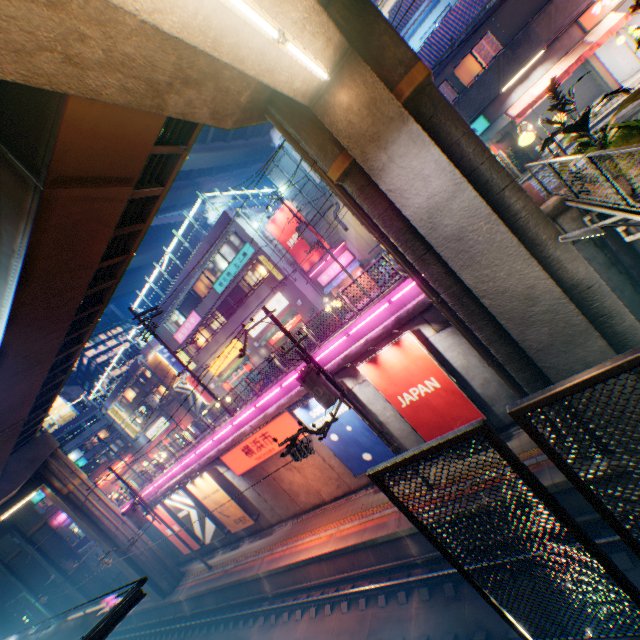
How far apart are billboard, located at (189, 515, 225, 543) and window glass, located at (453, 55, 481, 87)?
29.5 meters

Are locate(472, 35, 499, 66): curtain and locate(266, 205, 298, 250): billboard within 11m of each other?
no

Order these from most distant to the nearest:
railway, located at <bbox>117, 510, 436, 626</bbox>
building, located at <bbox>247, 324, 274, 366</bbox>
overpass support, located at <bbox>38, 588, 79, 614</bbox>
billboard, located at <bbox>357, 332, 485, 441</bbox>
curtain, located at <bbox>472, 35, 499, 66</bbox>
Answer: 1. overpass support, located at <bbox>38, 588, 79, 614</bbox>
2. building, located at <bbox>247, 324, 274, 366</bbox>
3. curtain, located at <bbox>472, 35, 499, 66</bbox>
4. railway, located at <bbox>117, 510, 436, 626</bbox>
5. billboard, located at <bbox>357, 332, 485, 441</bbox>

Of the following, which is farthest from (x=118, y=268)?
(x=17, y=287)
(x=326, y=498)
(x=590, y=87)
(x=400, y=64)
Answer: (x=590, y=87)

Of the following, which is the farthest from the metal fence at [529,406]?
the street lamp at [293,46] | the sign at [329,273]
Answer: the sign at [329,273]

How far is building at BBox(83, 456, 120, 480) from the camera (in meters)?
51.00

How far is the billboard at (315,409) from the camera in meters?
14.3

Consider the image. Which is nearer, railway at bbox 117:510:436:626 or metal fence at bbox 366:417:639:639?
metal fence at bbox 366:417:639:639
